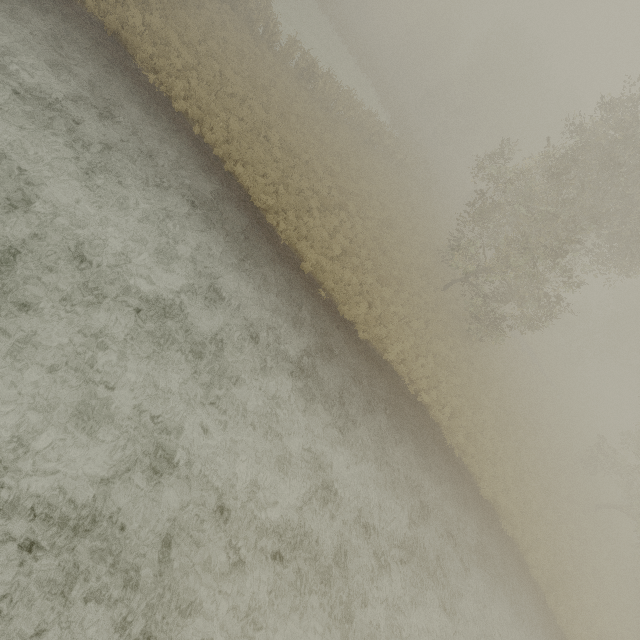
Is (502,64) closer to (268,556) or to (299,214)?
(299,214)
